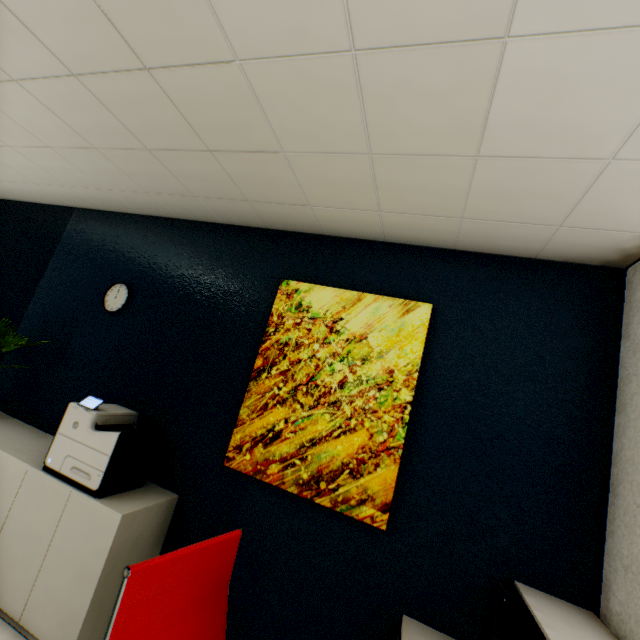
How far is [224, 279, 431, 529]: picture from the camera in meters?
2.0

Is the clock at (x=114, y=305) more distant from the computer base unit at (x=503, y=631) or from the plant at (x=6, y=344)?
the computer base unit at (x=503, y=631)

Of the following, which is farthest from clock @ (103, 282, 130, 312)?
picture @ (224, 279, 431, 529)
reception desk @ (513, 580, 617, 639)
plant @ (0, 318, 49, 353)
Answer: reception desk @ (513, 580, 617, 639)

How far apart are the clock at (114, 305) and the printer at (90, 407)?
0.9m

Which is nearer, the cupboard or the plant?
the cupboard

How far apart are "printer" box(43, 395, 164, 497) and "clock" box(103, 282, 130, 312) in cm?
93

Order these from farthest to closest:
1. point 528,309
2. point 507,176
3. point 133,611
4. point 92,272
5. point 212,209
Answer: point 92,272, point 212,209, point 528,309, point 507,176, point 133,611

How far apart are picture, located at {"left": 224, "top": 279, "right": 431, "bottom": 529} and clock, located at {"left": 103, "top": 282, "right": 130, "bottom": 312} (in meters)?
1.48
